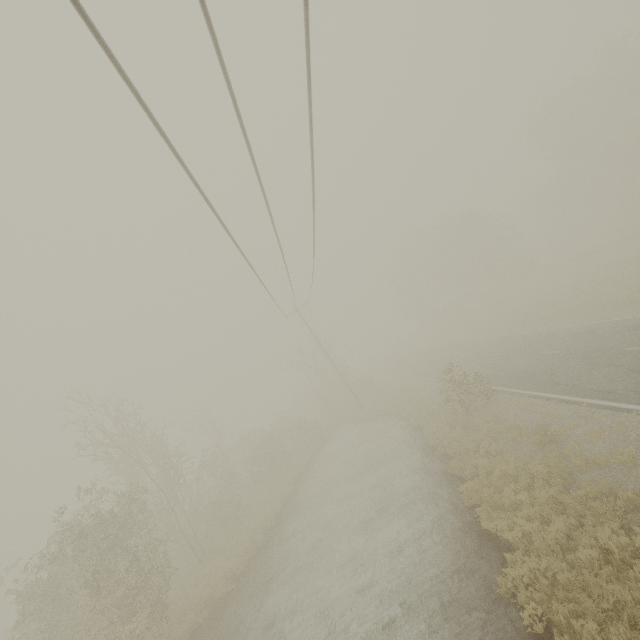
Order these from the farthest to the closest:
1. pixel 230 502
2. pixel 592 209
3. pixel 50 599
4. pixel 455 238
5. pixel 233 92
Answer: pixel 592 209 < pixel 455 238 < pixel 230 502 < pixel 50 599 < pixel 233 92
